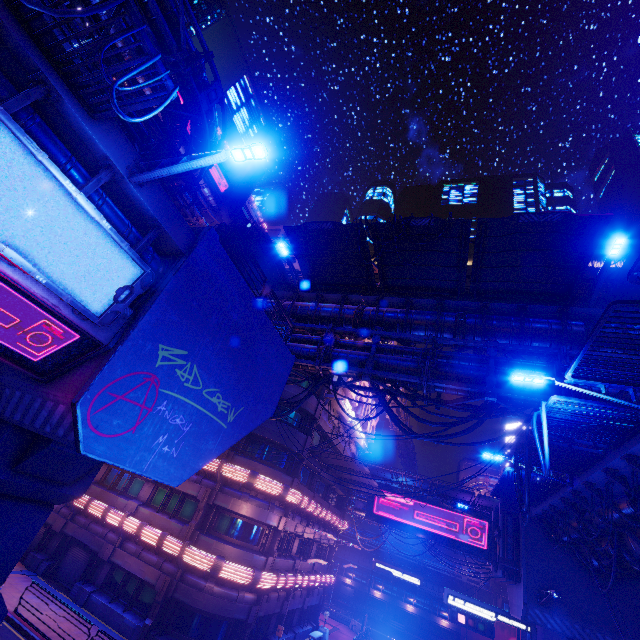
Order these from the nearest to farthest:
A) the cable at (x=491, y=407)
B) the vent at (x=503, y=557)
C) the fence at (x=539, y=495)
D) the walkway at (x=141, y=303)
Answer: the walkway at (x=141, y=303), the cable at (x=491, y=407), the fence at (x=539, y=495), the vent at (x=503, y=557)

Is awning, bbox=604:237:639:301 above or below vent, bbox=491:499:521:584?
above

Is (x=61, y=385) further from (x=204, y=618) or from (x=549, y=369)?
(x=204, y=618)

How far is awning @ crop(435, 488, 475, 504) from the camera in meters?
33.3

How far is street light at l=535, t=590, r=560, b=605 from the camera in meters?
14.4 m

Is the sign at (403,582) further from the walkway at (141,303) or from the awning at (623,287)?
the awning at (623,287)

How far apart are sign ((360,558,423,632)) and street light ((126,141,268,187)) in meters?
41.8 m

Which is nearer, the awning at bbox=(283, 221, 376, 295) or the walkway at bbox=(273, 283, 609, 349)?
the walkway at bbox=(273, 283, 609, 349)
